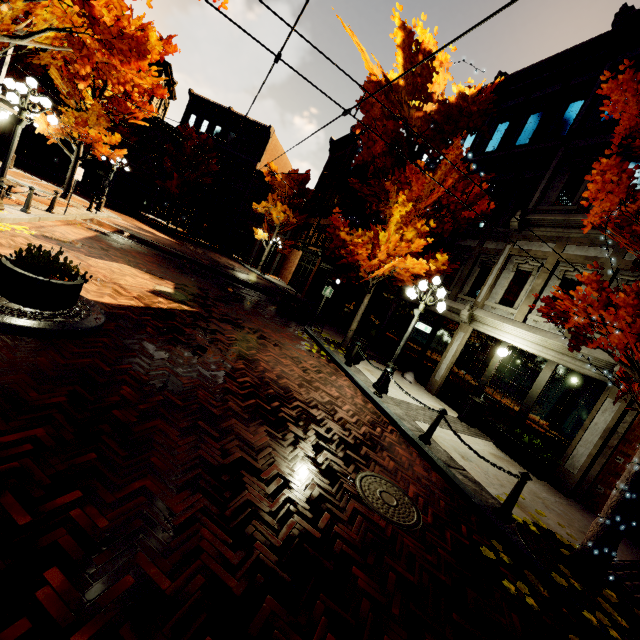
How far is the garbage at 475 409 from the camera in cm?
1014

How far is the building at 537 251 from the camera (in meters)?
9.79

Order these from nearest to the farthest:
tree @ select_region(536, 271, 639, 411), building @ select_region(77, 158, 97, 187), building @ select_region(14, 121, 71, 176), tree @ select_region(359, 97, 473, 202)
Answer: tree @ select_region(536, 271, 639, 411), tree @ select_region(359, 97, 473, 202), building @ select_region(14, 121, 71, 176), building @ select_region(77, 158, 97, 187)

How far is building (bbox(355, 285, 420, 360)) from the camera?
15.77m

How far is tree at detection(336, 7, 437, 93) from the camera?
8.4 meters

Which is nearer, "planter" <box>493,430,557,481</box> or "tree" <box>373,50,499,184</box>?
"planter" <box>493,430,557,481</box>

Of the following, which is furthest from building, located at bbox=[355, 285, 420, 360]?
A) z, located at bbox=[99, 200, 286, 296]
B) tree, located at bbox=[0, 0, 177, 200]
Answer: z, located at bbox=[99, 200, 286, 296]

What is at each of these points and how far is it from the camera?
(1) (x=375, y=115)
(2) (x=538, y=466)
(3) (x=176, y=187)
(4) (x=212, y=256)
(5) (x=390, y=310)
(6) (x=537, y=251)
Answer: (1) tree, 10.38m
(2) planter, 8.30m
(3) tree, 33.22m
(4) z, 25.98m
(5) building, 17.00m
(6) building, 10.79m
